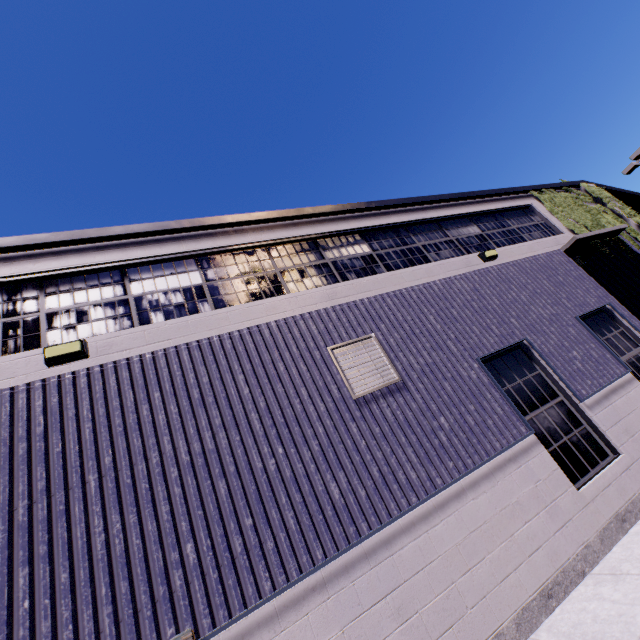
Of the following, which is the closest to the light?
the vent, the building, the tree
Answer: the building

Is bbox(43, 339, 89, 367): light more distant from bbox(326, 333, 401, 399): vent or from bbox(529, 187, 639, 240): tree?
bbox(529, 187, 639, 240): tree

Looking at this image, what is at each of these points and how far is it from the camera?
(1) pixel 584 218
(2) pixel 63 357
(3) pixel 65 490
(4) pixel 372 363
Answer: (1) tree, 10.75m
(2) light, 4.40m
(3) building, 3.68m
(4) vent, 5.60m

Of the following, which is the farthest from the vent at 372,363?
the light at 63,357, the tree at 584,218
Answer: the light at 63,357

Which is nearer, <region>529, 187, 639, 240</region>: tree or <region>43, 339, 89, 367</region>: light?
<region>43, 339, 89, 367</region>: light

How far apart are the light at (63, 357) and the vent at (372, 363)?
3.54m

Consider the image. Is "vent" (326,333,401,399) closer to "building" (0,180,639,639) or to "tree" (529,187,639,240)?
"building" (0,180,639,639)
